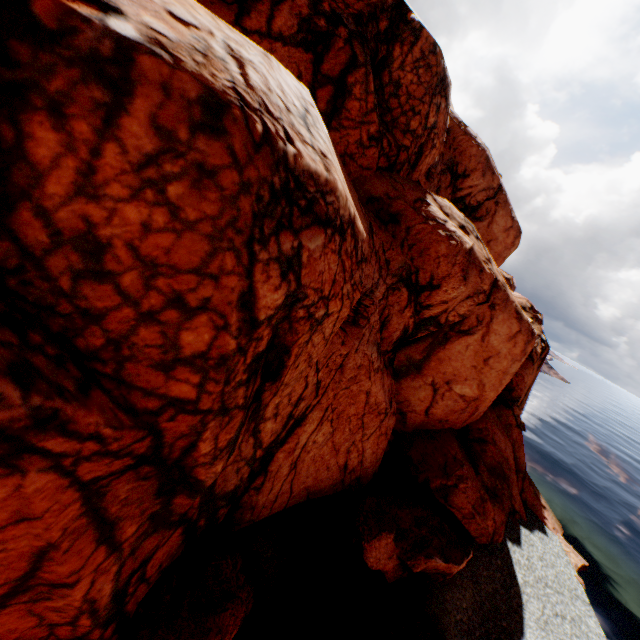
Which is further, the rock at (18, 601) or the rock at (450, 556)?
the rock at (450, 556)

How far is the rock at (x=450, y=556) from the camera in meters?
11.7 m

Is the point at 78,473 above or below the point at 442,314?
below

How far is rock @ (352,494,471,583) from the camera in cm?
1173

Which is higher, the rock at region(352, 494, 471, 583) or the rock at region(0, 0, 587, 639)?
the rock at region(0, 0, 587, 639)

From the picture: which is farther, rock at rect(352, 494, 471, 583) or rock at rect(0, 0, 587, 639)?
rock at rect(352, 494, 471, 583)
